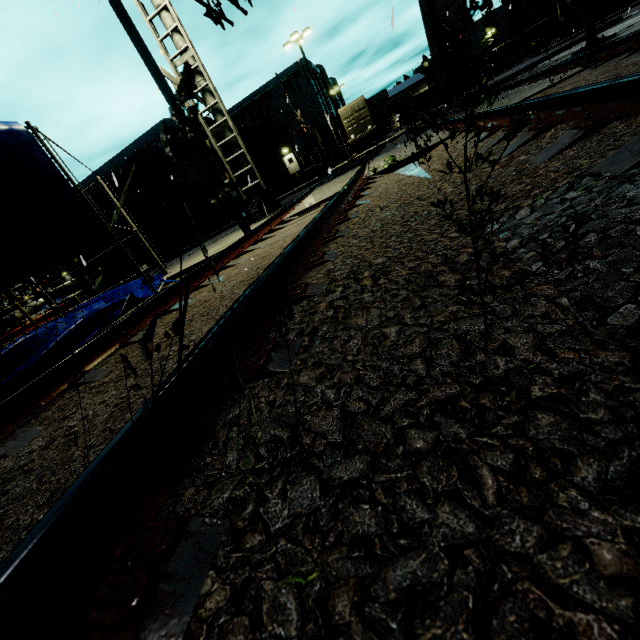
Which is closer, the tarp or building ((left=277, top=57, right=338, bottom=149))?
the tarp

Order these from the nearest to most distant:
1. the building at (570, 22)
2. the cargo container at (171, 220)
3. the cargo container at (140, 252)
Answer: the cargo container at (171, 220) < the cargo container at (140, 252) < the building at (570, 22)

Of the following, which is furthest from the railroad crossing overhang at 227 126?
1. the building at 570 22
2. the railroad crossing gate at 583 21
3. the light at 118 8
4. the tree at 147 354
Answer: the tree at 147 354

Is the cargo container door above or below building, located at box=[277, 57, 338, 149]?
below

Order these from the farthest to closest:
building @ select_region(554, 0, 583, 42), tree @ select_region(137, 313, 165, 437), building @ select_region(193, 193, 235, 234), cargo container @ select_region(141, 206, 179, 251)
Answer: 1. building @ select_region(554, 0, 583, 42)
2. building @ select_region(193, 193, 235, 234)
3. cargo container @ select_region(141, 206, 179, 251)
4. tree @ select_region(137, 313, 165, 437)

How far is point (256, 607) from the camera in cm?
55

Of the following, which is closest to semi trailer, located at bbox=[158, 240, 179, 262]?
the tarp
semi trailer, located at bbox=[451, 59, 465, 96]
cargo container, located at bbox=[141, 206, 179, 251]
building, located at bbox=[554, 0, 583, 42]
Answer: cargo container, located at bbox=[141, 206, 179, 251]

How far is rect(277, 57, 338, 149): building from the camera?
50.4 meters
